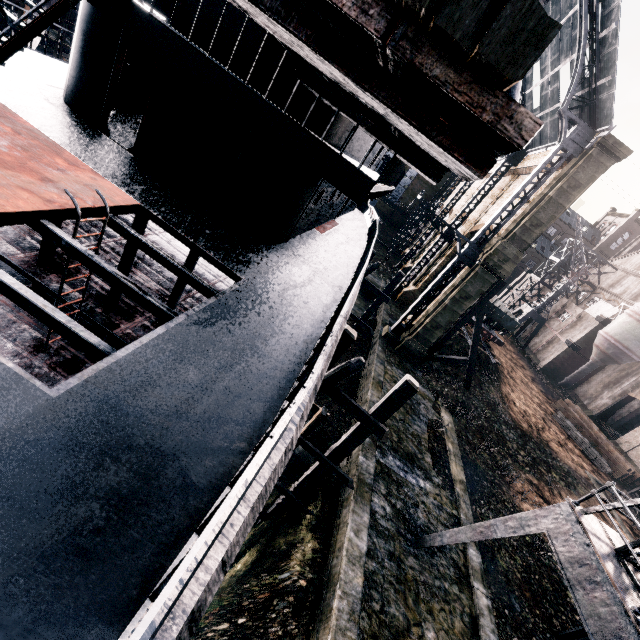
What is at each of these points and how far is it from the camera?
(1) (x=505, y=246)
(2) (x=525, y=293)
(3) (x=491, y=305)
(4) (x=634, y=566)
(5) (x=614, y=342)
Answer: (1) building, 22.1m
(2) building, 54.7m
(3) rail car, 33.8m
(4) crane, 8.7m
(5) silo, 37.2m

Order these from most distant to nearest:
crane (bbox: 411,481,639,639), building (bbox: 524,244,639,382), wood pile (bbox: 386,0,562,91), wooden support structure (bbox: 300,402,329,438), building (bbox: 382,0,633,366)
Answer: building (bbox: 524,244,639,382), building (bbox: 382,0,633,366), wooden support structure (bbox: 300,402,329,438), crane (bbox: 411,481,639,639), wood pile (bbox: 386,0,562,91)

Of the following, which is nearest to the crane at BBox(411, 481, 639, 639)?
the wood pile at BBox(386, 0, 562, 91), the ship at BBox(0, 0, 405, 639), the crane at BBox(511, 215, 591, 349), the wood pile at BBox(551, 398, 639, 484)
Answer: the ship at BBox(0, 0, 405, 639)

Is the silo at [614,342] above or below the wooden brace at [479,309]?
above

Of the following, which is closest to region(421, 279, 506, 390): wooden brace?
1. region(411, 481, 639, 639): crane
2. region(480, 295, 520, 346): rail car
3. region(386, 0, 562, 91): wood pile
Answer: region(480, 295, 520, 346): rail car

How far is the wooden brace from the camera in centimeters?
2406cm

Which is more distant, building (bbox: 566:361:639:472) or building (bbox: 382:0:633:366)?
building (bbox: 566:361:639:472)

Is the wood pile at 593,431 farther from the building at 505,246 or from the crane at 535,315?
the crane at 535,315
